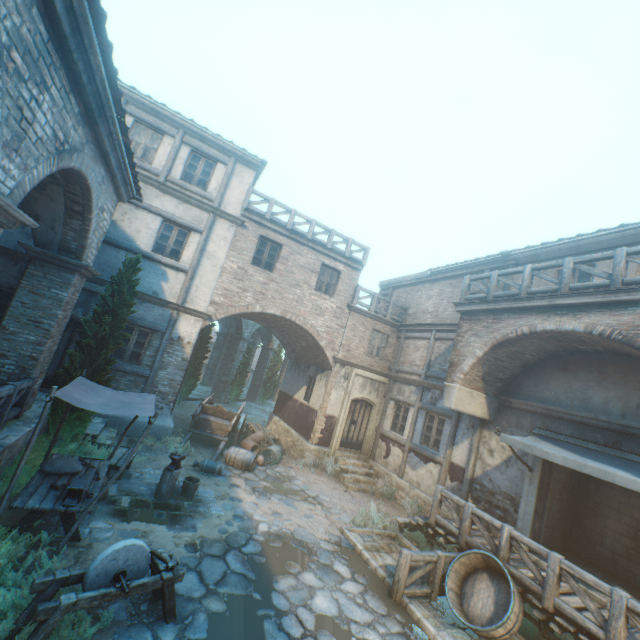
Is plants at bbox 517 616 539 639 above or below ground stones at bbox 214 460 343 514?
above

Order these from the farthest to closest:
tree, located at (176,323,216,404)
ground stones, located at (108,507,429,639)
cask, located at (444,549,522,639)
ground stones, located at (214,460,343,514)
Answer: tree, located at (176,323,216,404), ground stones, located at (214,460,343,514), cask, located at (444,549,522,639), ground stones, located at (108,507,429,639)

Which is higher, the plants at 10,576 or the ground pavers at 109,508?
the plants at 10,576

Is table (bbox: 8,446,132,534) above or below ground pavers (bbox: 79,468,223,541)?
above

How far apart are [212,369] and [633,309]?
28.8 meters

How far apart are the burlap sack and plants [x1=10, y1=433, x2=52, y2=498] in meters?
1.1 m

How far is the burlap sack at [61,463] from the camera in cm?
607

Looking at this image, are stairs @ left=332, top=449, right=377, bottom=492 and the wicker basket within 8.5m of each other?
yes
